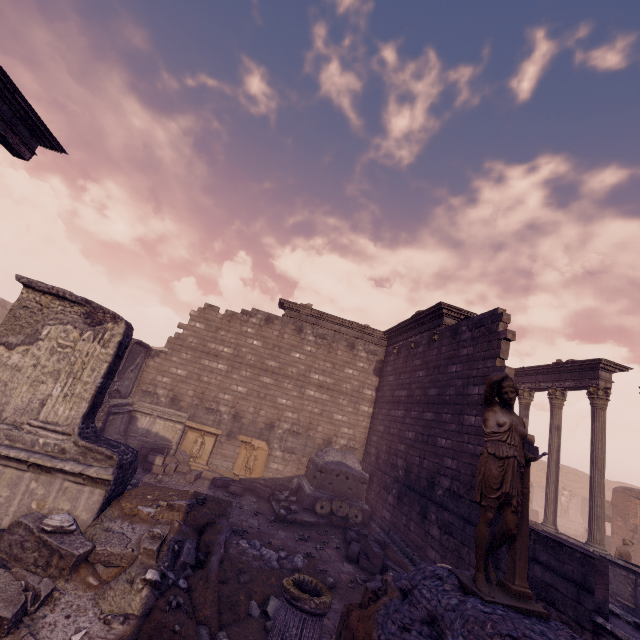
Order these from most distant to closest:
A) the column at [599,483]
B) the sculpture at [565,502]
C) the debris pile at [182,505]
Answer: the sculpture at [565,502] → the column at [599,483] → the debris pile at [182,505]

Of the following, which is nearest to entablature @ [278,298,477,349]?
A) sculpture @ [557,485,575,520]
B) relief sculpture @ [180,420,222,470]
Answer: relief sculpture @ [180,420,222,470]

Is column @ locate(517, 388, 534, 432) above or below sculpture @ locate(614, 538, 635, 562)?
above

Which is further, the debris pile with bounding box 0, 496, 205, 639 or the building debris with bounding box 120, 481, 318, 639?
the building debris with bounding box 120, 481, 318, 639

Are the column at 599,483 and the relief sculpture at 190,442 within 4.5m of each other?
no

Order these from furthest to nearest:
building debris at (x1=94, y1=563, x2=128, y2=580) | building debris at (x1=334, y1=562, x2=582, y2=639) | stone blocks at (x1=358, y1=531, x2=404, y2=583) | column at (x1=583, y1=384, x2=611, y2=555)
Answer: column at (x1=583, y1=384, x2=611, y2=555) → stone blocks at (x1=358, y1=531, x2=404, y2=583) → building debris at (x1=94, y1=563, x2=128, y2=580) → building debris at (x1=334, y1=562, x2=582, y2=639)

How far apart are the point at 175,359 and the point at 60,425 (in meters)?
9.17

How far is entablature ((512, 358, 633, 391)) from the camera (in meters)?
12.13
